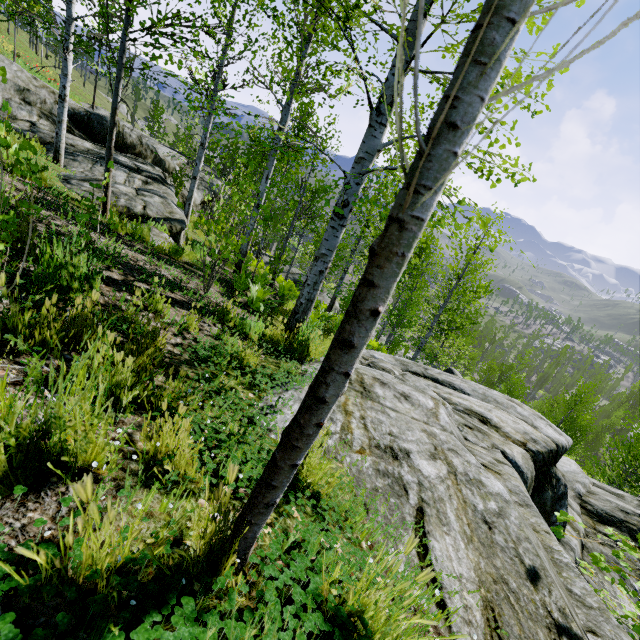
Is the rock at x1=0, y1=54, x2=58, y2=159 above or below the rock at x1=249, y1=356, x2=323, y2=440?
above

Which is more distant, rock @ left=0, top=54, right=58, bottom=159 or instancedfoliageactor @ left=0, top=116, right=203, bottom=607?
rock @ left=0, top=54, right=58, bottom=159

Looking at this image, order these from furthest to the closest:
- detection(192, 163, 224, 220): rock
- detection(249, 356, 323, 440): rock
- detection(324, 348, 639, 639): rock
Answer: detection(192, 163, 224, 220): rock, detection(249, 356, 323, 440): rock, detection(324, 348, 639, 639): rock

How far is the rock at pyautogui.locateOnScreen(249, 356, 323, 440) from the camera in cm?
257

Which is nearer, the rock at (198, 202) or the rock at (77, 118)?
the rock at (77, 118)

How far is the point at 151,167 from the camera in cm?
1292

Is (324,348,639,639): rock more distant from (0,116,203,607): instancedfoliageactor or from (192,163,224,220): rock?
(192,163,224,220): rock

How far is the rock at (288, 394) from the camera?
2.6m
